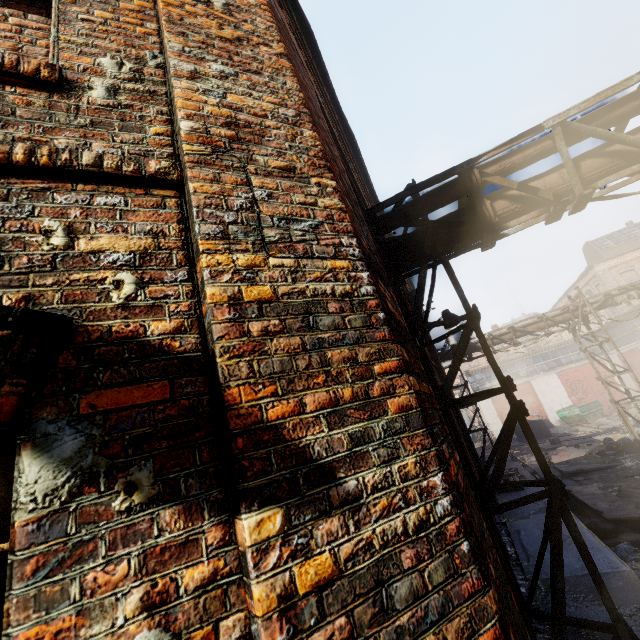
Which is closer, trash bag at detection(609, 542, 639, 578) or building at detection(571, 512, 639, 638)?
building at detection(571, 512, 639, 638)

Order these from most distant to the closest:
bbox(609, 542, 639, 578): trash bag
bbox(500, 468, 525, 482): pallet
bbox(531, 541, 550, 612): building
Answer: bbox(500, 468, 525, 482): pallet, bbox(609, 542, 639, 578): trash bag, bbox(531, 541, 550, 612): building

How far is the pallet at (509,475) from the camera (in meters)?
10.08

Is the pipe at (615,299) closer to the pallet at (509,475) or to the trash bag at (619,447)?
the trash bag at (619,447)

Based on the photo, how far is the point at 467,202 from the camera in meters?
4.8 m

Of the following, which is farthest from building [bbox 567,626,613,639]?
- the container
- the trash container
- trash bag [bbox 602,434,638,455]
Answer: the container

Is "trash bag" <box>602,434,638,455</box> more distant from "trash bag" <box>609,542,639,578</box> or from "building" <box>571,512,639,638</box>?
"trash bag" <box>609,542,639,578</box>
